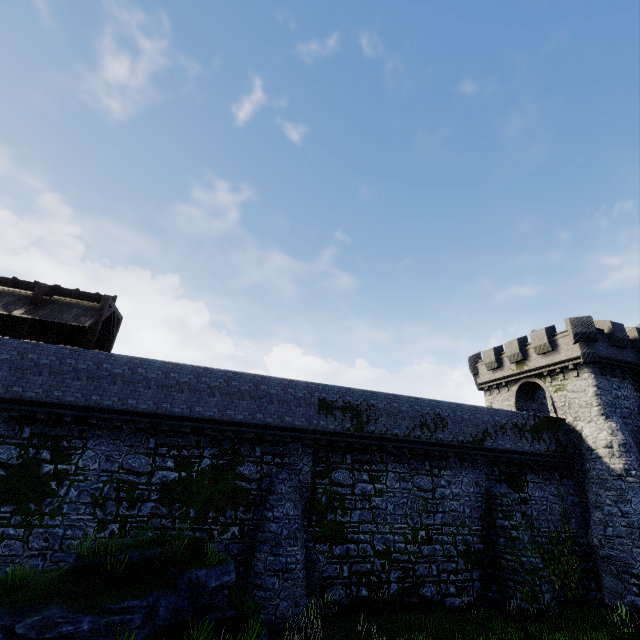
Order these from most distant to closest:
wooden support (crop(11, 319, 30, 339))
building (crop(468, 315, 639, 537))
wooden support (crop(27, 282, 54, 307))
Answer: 1. building (crop(468, 315, 639, 537))
2. wooden support (crop(27, 282, 54, 307))
3. wooden support (crop(11, 319, 30, 339))

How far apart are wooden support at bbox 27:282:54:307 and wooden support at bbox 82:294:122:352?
2.6 meters

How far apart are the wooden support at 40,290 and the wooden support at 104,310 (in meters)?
2.59

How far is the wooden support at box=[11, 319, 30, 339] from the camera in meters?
15.3

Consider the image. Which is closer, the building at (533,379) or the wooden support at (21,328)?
the wooden support at (21,328)

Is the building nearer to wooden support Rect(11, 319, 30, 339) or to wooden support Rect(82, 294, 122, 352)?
wooden support Rect(82, 294, 122, 352)

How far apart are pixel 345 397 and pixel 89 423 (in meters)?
12.46
